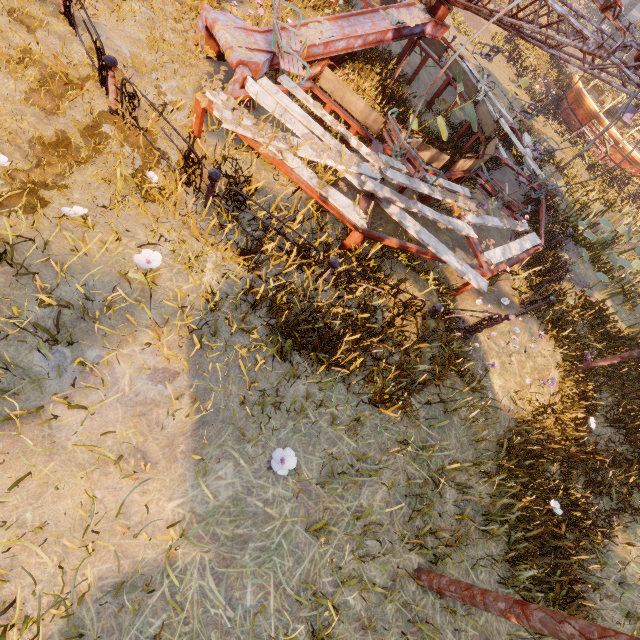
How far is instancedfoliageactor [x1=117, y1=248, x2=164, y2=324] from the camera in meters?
3.4 m

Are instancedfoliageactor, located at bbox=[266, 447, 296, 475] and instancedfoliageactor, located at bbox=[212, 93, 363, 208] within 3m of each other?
no

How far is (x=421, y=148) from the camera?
6.8m

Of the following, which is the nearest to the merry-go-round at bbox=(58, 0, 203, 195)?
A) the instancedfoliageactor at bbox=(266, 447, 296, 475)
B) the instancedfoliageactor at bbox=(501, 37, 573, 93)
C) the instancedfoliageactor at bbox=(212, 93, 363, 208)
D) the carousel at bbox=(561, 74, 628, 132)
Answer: the instancedfoliageactor at bbox=(212, 93, 363, 208)

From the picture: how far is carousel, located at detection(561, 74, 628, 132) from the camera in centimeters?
1820cm

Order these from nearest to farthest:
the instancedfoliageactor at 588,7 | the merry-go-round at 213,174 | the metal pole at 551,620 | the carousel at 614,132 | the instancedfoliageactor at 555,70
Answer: the metal pole at 551,620 → the merry-go-round at 213,174 → the carousel at 614,132 → the instancedfoliageactor at 555,70 → the instancedfoliageactor at 588,7

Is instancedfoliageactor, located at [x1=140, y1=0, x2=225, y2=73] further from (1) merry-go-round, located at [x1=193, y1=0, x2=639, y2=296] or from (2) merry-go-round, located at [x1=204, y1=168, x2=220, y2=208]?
(2) merry-go-round, located at [x1=204, y1=168, x2=220, y2=208]

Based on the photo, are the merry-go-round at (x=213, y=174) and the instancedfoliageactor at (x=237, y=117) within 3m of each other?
yes
